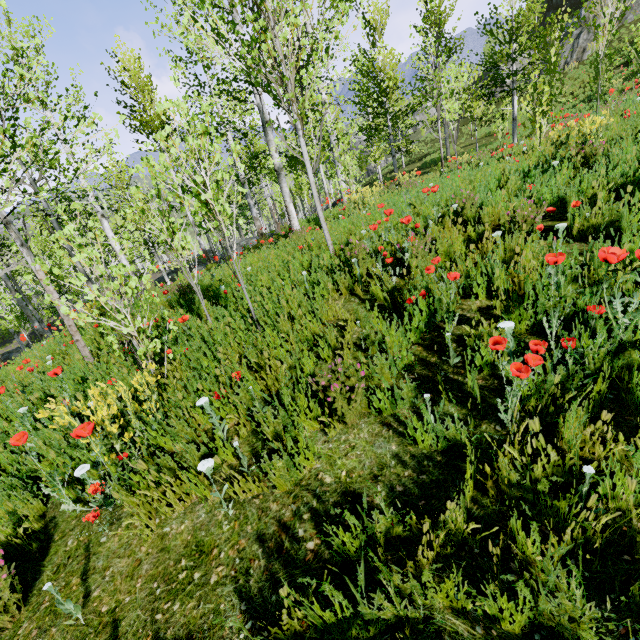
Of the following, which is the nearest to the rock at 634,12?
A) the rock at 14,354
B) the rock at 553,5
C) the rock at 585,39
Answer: the rock at 585,39

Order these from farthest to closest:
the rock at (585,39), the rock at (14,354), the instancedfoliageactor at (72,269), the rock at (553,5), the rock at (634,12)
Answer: the rock at (553,5) < the rock at (585,39) < the rock at (634,12) < the rock at (14,354) < the instancedfoliageactor at (72,269)

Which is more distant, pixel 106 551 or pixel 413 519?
pixel 106 551

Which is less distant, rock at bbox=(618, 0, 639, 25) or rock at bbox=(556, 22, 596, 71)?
rock at bbox=(618, 0, 639, 25)

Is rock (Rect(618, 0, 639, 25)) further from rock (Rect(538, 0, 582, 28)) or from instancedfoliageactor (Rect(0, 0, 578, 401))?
instancedfoliageactor (Rect(0, 0, 578, 401))

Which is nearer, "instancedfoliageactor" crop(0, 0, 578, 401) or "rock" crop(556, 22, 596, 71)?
"instancedfoliageactor" crop(0, 0, 578, 401)

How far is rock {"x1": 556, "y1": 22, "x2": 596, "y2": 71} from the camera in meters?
23.4

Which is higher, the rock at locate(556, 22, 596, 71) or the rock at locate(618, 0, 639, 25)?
the rock at locate(618, 0, 639, 25)
